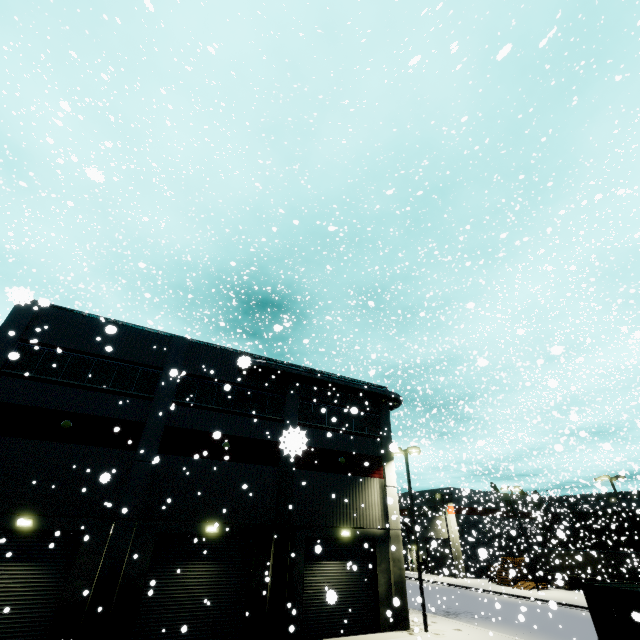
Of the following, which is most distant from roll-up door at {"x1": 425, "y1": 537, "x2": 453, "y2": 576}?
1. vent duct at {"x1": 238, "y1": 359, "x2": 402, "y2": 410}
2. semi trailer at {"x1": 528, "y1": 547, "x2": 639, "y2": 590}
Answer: vent duct at {"x1": 238, "y1": 359, "x2": 402, "y2": 410}

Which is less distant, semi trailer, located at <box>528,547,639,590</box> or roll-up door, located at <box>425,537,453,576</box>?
roll-up door, located at <box>425,537,453,576</box>

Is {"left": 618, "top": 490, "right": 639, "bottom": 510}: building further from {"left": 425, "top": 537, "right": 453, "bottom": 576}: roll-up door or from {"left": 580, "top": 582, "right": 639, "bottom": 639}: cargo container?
{"left": 580, "top": 582, "right": 639, "bottom": 639}: cargo container

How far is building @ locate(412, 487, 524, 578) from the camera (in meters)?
35.62

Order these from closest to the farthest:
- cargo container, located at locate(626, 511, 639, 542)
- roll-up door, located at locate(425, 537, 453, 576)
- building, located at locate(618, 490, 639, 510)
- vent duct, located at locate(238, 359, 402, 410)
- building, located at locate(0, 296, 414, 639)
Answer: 1. building, located at locate(0, 296, 414, 639)
2. vent duct, located at locate(238, 359, 402, 410)
3. roll-up door, located at locate(425, 537, 453, 576)
4. building, located at locate(618, 490, 639, 510)
5. cargo container, located at locate(626, 511, 639, 542)

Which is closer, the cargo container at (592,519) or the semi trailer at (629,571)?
the semi trailer at (629,571)

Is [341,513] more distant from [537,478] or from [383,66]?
[383,66]

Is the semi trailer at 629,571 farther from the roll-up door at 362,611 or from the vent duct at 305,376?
the vent duct at 305,376
